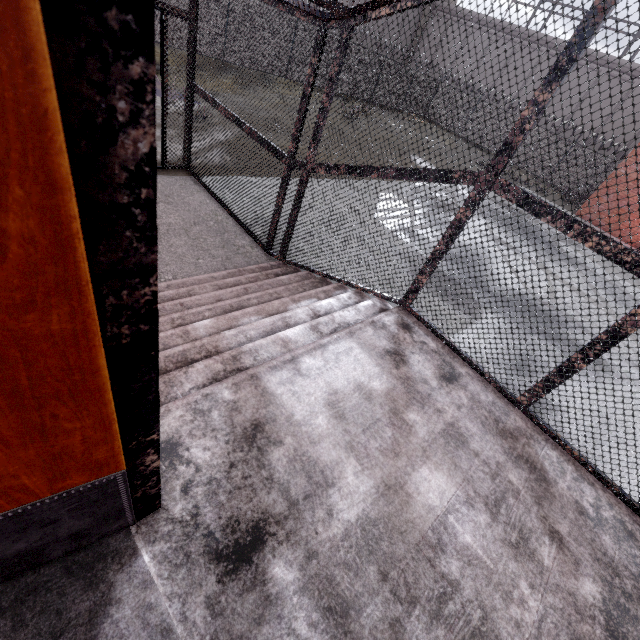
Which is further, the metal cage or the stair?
the metal cage

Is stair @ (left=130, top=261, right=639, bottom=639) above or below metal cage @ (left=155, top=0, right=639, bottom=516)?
below

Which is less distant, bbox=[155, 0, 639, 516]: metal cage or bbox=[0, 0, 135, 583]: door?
bbox=[0, 0, 135, 583]: door

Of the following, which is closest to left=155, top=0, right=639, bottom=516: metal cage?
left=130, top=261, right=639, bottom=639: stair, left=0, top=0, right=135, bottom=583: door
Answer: left=130, top=261, right=639, bottom=639: stair

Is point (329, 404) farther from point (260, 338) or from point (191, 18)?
point (191, 18)

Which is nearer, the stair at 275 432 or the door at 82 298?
the door at 82 298

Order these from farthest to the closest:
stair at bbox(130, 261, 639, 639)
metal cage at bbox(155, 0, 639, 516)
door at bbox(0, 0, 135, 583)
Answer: metal cage at bbox(155, 0, 639, 516) < stair at bbox(130, 261, 639, 639) < door at bbox(0, 0, 135, 583)

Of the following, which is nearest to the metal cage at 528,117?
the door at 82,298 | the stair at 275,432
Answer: the stair at 275,432
